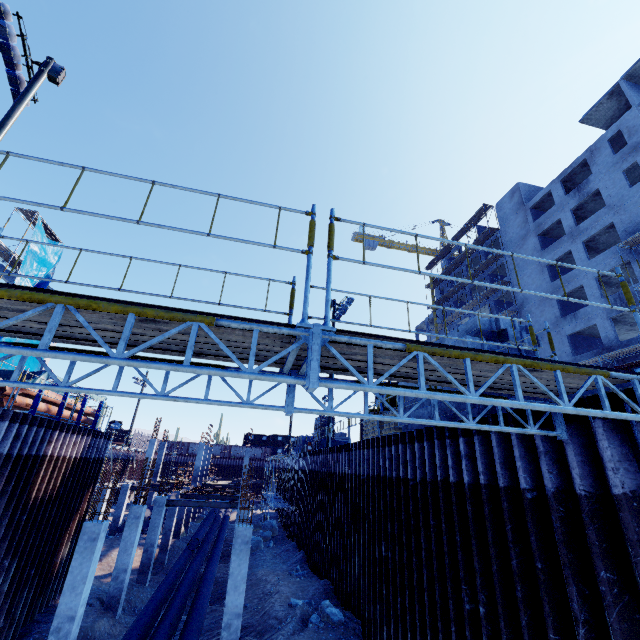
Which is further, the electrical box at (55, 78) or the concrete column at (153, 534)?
the concrete column at (153, 534)

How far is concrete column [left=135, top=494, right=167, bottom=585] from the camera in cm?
1806

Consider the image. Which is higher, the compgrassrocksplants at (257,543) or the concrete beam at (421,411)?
the concrete beam at (421,411)

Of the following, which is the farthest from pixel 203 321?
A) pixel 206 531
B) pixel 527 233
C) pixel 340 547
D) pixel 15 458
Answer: pixel 527 233

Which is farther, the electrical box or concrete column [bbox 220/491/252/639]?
the electrical box

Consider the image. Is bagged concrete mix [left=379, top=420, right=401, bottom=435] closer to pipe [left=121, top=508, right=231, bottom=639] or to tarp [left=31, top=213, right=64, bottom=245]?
pipe [left=121, top=508, right=231, bottom=639]

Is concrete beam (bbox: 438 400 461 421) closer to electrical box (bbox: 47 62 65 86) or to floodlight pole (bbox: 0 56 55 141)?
floodlight pole (bbox: 0 56 55 141)

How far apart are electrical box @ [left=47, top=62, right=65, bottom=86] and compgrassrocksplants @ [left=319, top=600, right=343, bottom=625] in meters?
20.3 m
